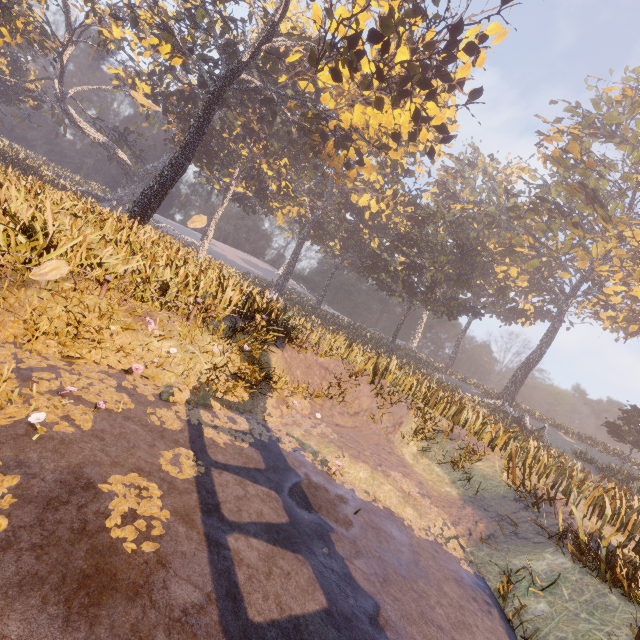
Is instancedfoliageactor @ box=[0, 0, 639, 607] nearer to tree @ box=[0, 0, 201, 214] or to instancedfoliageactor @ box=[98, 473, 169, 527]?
instancedfoliageactor @ box=[98, 473, 169, 527]

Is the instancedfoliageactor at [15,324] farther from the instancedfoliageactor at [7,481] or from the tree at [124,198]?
the tree at [124,198]

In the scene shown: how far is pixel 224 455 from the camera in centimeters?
554cm

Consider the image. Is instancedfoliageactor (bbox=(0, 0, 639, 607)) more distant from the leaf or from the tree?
the tree

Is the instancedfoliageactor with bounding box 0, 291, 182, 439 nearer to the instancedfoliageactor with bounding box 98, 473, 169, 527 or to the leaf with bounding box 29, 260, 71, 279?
the instancedfoliageactor with bounding box 98, 473, 169, 527

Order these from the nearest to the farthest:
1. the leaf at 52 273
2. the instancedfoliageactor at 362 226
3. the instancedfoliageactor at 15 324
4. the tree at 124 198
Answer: the leaf at 52 273
the instancedfoliageactor at 15 324
the instancedfoliageactor at 362 226
the tree at 124 198

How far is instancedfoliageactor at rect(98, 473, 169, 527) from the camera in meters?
3.4

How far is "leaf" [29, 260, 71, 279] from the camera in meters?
3.0
